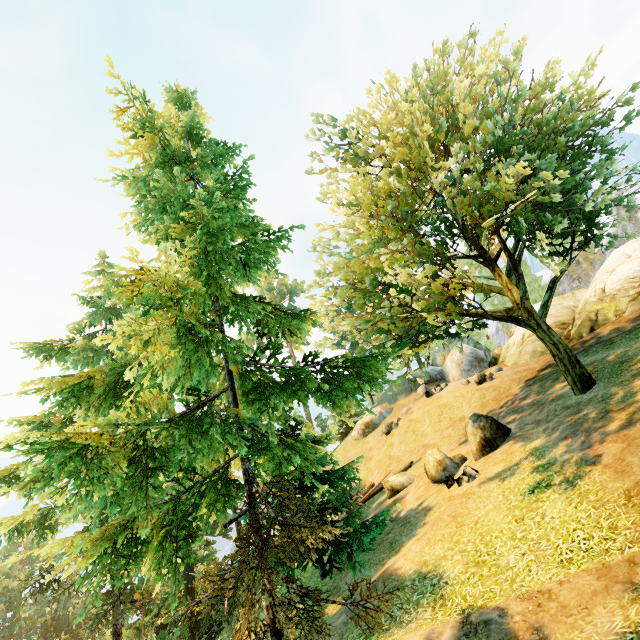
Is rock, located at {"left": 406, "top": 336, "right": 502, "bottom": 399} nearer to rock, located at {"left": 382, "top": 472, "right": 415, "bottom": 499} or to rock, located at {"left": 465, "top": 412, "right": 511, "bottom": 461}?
rock, located at {"left": 382, "top": 472, "right": 415, "bottom": 499}

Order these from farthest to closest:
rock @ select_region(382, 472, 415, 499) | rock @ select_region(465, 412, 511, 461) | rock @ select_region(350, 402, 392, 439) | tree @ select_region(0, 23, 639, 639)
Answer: rock @ select_region(350, 402, 392, 439), rock @ select_region(382, 472, 415, 499), rock @ select_region(465, 412, 511, 461), tree @ select_region(0, 23, 639, 639)

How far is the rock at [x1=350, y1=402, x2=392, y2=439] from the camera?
36.22m

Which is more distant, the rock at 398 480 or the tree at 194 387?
the rock at 398 480

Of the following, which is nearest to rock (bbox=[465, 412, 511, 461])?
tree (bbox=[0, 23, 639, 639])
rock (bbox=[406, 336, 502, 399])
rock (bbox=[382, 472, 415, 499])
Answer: tree (bbox=[0, 23, 639, 639])

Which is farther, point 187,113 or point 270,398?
point 187,113

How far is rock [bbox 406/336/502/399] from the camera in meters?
26.1

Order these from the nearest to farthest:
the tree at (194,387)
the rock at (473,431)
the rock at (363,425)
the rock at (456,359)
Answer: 1. the tree at (194,387)
2. the rock at (473,431)
3. the rock at (456,359)
4. the rock at (363,425)
